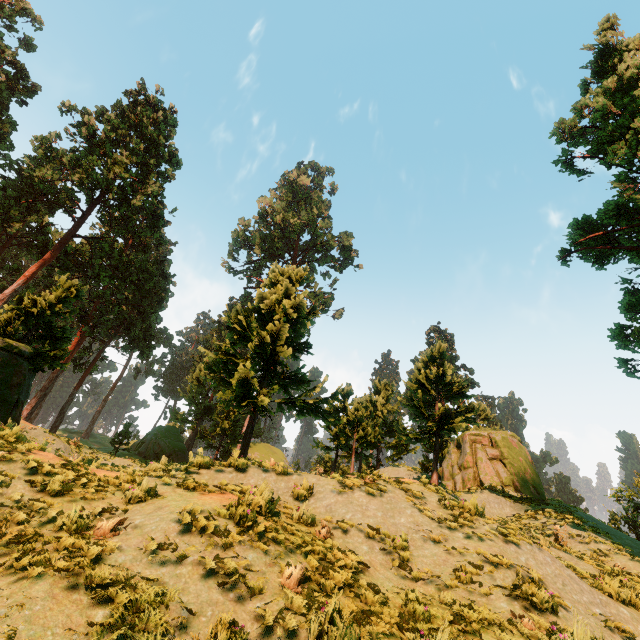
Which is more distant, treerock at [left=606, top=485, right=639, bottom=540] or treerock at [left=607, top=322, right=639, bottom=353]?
treerock at [left=606, top=485, right=639, bottom=540]

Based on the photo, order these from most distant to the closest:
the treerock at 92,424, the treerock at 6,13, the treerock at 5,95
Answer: the treerock at 92,424, the treerock at 6,13, the treerock at 5,95

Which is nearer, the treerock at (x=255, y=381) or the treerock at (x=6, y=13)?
the treerock at (x=255, y=381)

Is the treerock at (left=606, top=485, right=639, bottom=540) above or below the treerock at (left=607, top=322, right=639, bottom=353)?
below

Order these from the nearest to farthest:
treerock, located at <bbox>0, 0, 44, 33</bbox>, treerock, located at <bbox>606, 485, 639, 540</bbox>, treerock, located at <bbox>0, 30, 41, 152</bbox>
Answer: treerock, located at <bbox>606, 485, 639, 540</bbox> < treerock, located at <bbox>0, 30, 41, 152</bbox> < treerock, located at <bbox>0, 0, 44, 33</bbox>

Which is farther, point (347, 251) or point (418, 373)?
point (347, 251)
